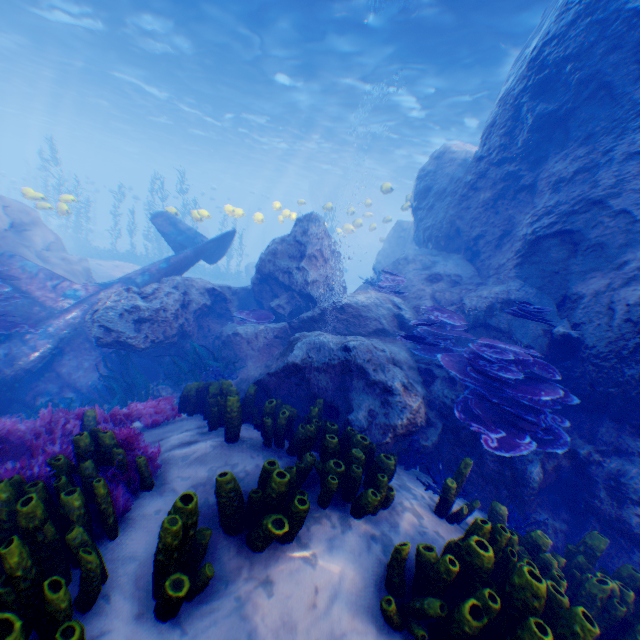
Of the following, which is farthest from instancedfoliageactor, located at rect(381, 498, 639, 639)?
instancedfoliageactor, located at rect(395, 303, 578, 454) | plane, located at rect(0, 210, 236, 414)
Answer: instancedfoliageactor, located at rect(395, 303, 578, 454)

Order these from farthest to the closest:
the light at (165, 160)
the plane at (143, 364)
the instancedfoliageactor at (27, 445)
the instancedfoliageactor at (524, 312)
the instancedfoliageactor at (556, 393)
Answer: the light at (165, 160) → the plane at (143, 364) → the instancedfoliageactor at (524, 312) → the instancedfoliageactor at (556, 393) → the instancedfoliageactor at (27, 445)

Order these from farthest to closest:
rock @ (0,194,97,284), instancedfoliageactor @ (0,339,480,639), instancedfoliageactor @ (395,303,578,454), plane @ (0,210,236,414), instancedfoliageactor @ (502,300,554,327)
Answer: rock @ (0,194,97,284), plane @ (0,210,236,414), instancedfoliageactor @ (502,300,554,327), instancedfoliageactor @ (395,303,578,454), instancedfoliageactor @ (0,339,480,639)

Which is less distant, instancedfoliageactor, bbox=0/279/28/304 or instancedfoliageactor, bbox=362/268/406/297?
instancedfoliageactor, bbox=0/279/28/304

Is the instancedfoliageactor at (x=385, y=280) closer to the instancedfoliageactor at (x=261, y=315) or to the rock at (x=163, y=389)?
the rock at (x=163, y=389)

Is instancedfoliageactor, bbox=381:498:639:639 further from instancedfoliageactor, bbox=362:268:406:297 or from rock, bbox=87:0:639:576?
instancedfoliageactor, bbox=362:268:406:297

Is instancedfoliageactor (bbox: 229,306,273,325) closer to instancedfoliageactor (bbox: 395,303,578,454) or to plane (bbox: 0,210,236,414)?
plane (bbox: 0,210,236,414)

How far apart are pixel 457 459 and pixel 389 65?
Answer: 16.8 meters
